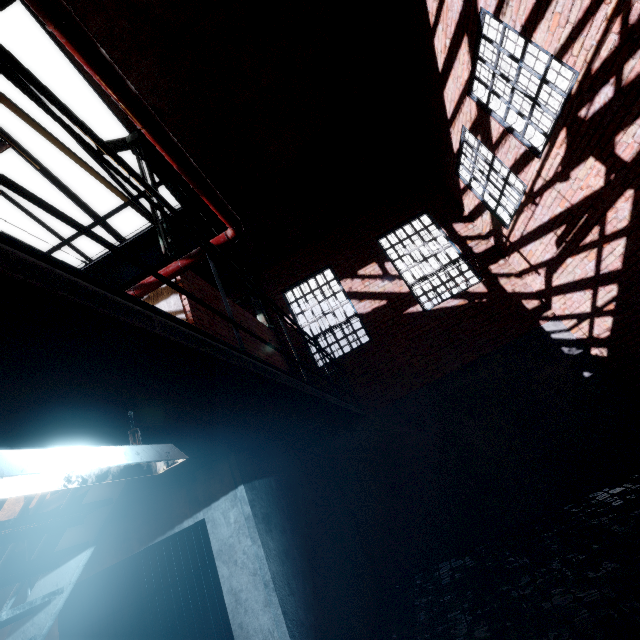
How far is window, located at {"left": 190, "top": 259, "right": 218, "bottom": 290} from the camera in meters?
9.0

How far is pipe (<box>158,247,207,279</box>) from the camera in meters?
4.6 m

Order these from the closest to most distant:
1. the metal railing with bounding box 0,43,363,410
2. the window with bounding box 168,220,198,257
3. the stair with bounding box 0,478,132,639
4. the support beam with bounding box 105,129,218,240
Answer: the metal railing with bounding box 0,43,363,410, the stair with bounding box 0,478,132,639, the support beam with bounding box 105,129,218,240, the window with bounding box 168,220,198,257

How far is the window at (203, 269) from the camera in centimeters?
901cm

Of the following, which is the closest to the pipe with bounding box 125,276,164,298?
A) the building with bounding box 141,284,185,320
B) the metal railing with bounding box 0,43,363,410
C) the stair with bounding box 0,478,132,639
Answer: the building with bounding box 141,284,185,320

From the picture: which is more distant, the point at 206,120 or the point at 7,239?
the point at 206,120

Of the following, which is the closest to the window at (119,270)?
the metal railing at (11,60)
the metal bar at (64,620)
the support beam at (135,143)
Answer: the support beam at (135,143)

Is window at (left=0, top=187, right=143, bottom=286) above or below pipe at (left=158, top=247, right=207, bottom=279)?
above
